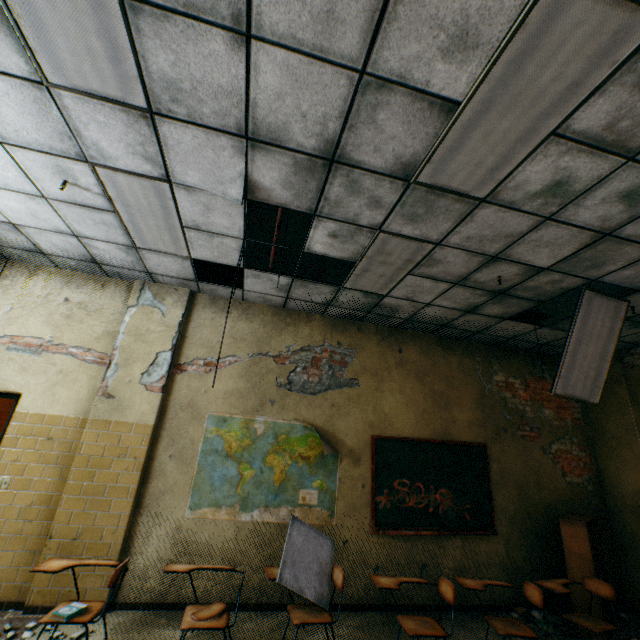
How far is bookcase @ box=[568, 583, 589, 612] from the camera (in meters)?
3.99

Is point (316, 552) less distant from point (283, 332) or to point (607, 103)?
point (283, 332)

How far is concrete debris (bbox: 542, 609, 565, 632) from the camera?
4.1 meters

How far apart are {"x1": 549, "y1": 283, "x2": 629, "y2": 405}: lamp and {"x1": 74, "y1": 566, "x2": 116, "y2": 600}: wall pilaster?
5.0m

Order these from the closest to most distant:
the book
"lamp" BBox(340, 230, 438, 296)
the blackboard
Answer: the book < "lamp" BBox(340, 230, 438, 296) < the blackboard

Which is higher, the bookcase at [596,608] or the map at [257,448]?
the map at [257,448]

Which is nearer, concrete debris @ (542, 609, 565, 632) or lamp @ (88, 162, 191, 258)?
lamp @ (88, 162, 191, 258)

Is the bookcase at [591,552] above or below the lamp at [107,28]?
below
